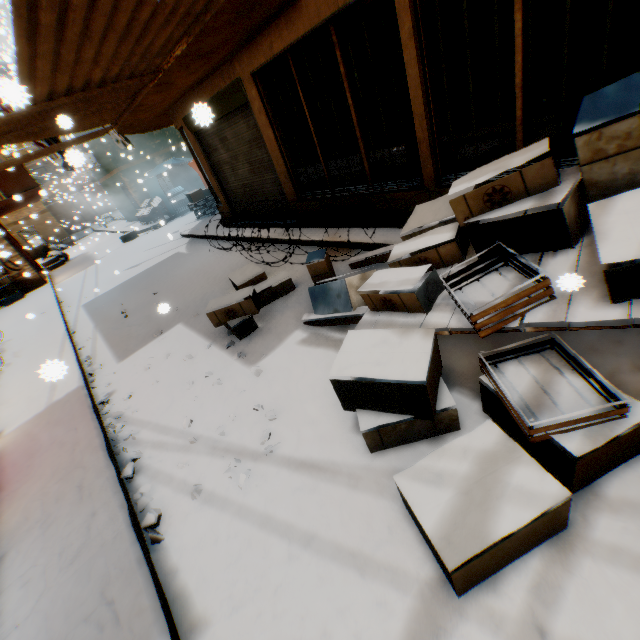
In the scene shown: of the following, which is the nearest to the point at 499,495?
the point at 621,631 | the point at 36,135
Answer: the point at 621,631

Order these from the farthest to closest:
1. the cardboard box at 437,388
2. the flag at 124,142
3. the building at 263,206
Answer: the flag at 124,142, the building at 263,206, the cardboard box at 437,388

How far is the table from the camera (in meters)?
17.36

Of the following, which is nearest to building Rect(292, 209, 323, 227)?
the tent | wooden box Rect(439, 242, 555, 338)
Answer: the tent

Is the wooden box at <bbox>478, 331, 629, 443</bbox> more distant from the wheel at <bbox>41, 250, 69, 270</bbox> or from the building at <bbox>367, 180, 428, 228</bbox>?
the wheel at <bbox>41, 250, 69, 270</bbox>

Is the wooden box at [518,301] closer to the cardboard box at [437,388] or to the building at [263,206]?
the cardboard box at [437,388]

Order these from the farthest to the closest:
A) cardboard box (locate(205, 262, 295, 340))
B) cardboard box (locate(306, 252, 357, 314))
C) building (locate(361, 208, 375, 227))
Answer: building (locate(361, 208, 375, 227)), cardboard box (locate(205, 262, 295, 340)), cardboard box (locate(306, 252, 357, 314))

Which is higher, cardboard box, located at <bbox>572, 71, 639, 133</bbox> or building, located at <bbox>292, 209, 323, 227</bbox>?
cardboard box, located at <bbox>572, 71, 639, 133</bbox>
